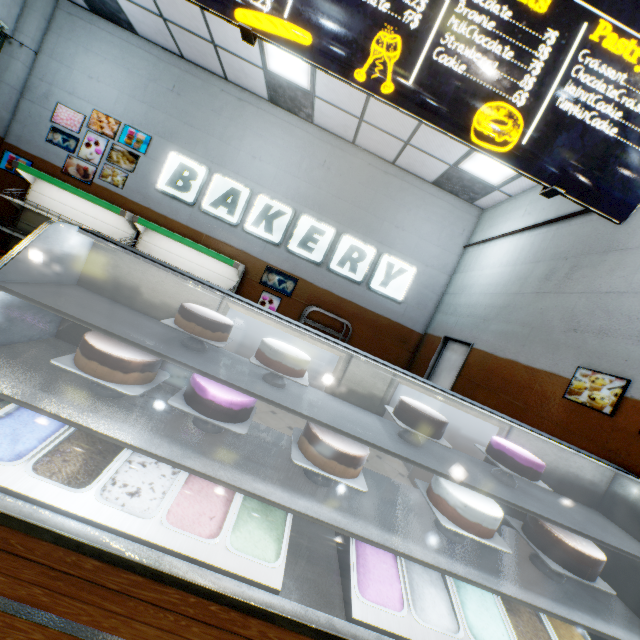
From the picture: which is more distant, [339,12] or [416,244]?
[416,244]

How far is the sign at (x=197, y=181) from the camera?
6.2 meters

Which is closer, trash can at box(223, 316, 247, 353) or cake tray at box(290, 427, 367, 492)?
cake tray at box(290, 427, 367, 492)

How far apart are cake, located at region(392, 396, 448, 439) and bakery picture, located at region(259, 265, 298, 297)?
4.73m

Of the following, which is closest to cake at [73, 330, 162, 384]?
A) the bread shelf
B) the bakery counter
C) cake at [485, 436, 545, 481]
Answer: the bakery counter

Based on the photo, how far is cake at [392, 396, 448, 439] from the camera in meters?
1.8

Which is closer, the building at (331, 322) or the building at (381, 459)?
the building at (381, 459)

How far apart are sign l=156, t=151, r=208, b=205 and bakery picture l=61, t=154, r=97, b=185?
0.4m
